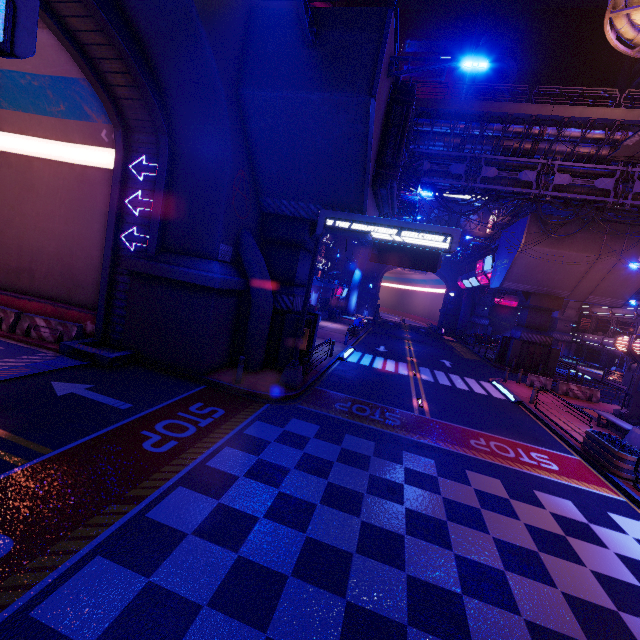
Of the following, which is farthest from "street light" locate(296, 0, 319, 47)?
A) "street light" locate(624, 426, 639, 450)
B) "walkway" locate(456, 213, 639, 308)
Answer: "walkway" locate(456, 213, 639, 308)

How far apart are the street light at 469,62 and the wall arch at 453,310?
50.4m

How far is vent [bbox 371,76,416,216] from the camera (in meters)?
12.71

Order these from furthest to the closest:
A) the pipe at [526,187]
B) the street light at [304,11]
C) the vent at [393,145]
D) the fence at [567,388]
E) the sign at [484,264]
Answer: the sign at [484,264] → the pipe at [526,187] → the fence at [567,388] → the vent at [393,145] → the street light at [304,11]

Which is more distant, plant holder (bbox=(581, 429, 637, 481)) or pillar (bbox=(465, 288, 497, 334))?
pillar (bbox=(465, 288, 497, 334))

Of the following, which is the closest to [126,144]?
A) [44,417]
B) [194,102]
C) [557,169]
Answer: [194,102]

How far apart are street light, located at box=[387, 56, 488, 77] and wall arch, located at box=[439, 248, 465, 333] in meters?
50.4 m

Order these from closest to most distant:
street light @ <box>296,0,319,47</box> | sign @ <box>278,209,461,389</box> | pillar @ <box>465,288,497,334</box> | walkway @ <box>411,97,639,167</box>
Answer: street light @ <box>296,0,319,47</box>, sign @ <box>278,209,461,389</box>, walkway @ <box>411,97,639,167</box>, pillar @ <box>465,288,497,334</box>
